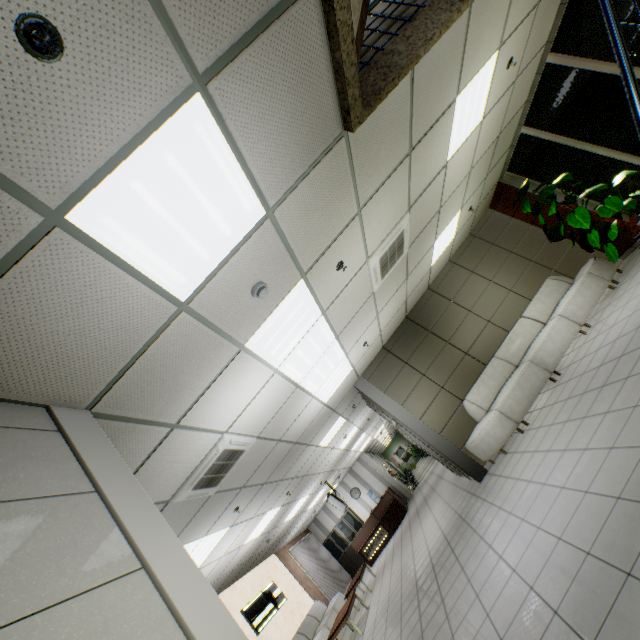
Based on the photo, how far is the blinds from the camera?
13.3m

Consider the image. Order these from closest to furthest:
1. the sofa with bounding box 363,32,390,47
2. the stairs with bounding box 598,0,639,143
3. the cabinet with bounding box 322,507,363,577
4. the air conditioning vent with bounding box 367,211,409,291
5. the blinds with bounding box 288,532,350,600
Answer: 1. the stairs with bounding box 598,0,639,143
2. the sofa with bounding box 363,32,390,47
3. the air conditioning vent with bounding box 367,211,409,291
4. the blinds with bounding box 288,532,350,600
5. the cabinet with bounding box 322,507,363,577

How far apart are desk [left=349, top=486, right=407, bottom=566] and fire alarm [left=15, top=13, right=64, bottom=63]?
16.3m

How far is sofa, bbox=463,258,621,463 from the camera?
6.19m

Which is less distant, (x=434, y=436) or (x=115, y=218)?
(x=115, y=218)

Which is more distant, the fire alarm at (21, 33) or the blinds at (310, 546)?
the blinds at (310, 546)

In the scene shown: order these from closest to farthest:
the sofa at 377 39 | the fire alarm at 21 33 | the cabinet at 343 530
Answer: the fire alarm at 21 33 < the sofa at 377 39 < the cabinet at 343 530

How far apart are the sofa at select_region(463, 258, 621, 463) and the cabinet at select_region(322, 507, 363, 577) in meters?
12.5 m
